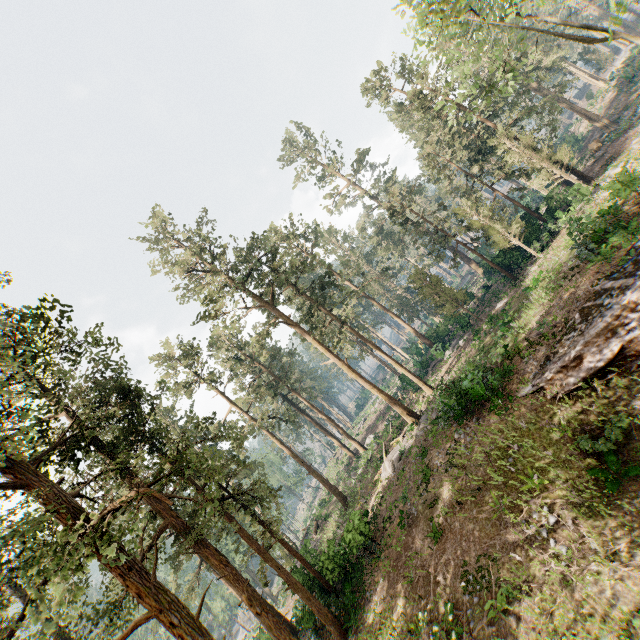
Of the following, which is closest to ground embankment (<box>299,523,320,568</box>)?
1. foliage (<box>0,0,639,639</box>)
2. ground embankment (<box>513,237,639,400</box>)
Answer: foliage (<box>0,0,639,639</box>)

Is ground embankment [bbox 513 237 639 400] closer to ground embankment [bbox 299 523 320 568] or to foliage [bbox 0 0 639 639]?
foliage [bbox 0 0 639 639]

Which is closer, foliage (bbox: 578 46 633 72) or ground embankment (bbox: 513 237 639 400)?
ground embankment (bbox: 513 237 639 400)

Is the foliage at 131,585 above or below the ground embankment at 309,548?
above

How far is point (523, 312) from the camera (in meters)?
23.31

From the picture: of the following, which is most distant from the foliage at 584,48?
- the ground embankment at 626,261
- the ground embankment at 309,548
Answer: the ground embankment at 626,261
